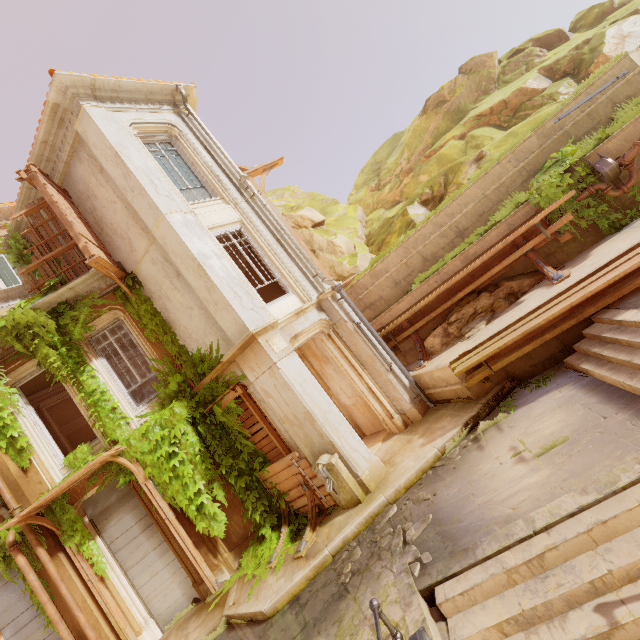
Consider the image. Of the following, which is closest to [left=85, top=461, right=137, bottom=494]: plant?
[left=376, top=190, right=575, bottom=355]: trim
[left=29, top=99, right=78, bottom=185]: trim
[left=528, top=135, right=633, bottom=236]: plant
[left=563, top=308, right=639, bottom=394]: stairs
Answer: [left=29, top=99, right=78, bottom=185]: trim

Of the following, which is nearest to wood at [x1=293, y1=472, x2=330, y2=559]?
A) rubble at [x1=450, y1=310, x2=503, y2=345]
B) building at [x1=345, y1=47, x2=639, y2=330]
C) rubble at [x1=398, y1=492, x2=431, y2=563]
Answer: building at [x1=345, y1=47, x2=639, y2=330]

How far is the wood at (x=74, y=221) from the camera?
8.4 meters

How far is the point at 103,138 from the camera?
8.5m

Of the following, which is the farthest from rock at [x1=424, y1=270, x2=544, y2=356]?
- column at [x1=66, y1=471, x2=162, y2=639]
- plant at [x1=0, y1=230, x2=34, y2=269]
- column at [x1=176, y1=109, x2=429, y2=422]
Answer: plant at [x1=0, y1=230, x2=34, y2=269]

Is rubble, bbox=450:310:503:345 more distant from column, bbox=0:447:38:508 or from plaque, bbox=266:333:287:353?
column, bbox=0:447:38:508

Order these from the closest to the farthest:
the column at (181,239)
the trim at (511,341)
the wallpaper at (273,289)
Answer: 1. the trim at (511,341)
2. the column at (181,239)
3. the wallpaper at (273,289)

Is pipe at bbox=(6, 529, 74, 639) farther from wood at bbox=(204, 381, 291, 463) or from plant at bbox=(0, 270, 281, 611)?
wood at bbox=(204, 381, 291, 463)
